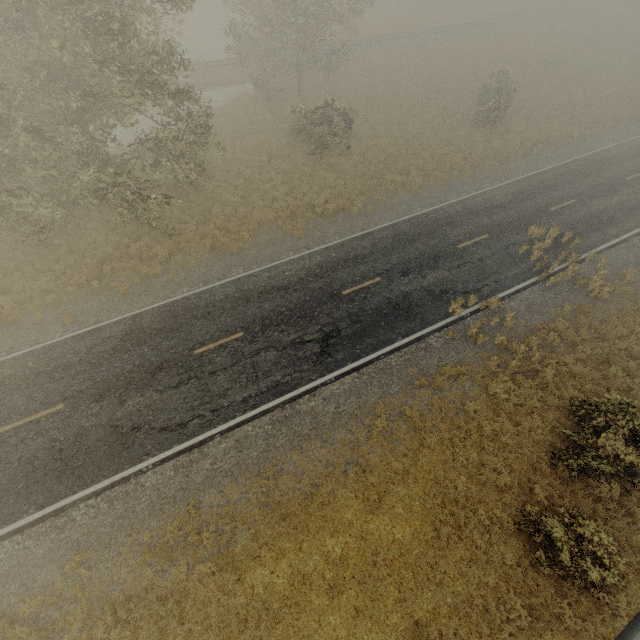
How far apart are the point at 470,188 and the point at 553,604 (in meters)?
21.50
